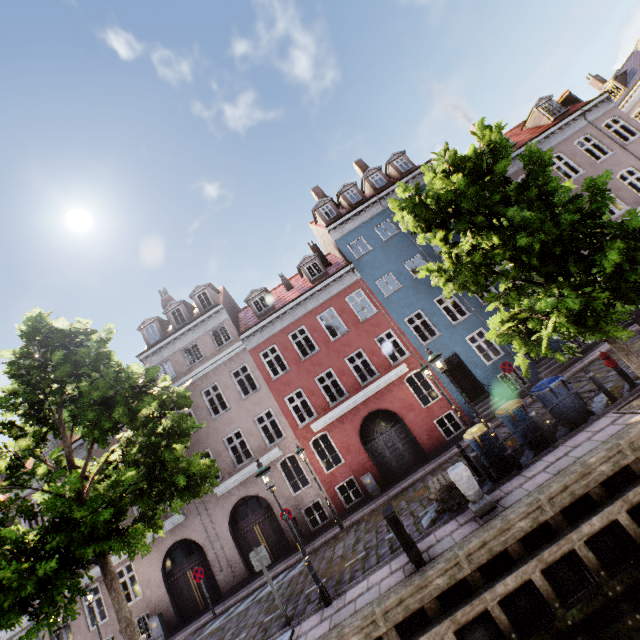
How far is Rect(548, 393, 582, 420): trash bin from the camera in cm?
909

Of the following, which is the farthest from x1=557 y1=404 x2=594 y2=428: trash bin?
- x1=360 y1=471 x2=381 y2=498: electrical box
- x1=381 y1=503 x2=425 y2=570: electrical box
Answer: x1=360 y1=471 x2=381 y2=498: electrical box

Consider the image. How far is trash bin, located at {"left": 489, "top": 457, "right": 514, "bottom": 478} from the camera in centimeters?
895cm

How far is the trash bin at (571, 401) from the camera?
9.1 meters

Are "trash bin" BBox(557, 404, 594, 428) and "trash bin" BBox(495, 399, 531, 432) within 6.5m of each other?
Result: yes

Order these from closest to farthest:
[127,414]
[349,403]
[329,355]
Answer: [127,414]
[349,403]
[329,355]

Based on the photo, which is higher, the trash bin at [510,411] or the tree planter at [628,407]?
the trash bin at [510,411]

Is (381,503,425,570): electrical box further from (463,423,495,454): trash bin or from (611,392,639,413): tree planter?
(611,392,639,413): tree planter
